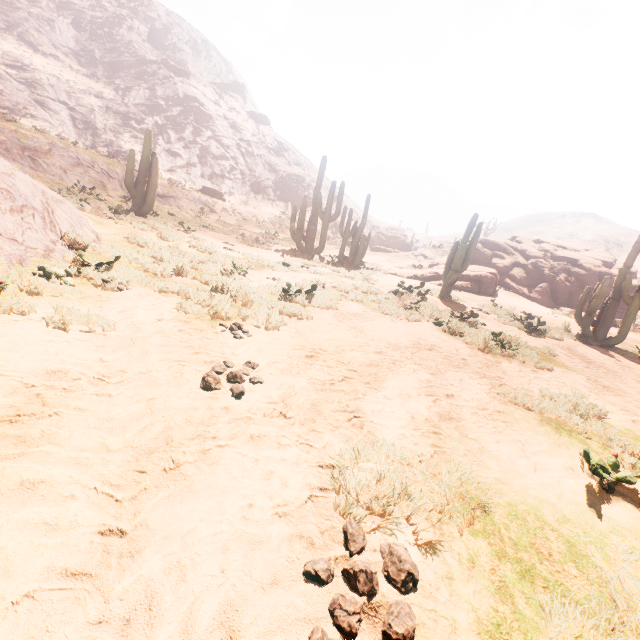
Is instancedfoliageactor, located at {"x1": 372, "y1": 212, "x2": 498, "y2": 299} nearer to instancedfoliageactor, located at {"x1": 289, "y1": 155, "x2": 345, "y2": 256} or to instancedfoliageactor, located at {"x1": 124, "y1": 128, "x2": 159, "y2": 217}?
instancedfoliageactor, located at {"x1": 289, "y1": 155, "x2": 345, "y2": 256}

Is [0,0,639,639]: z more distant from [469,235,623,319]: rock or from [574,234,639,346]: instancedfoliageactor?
[469,235,623,319]: rock

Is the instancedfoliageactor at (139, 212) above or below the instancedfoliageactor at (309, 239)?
below

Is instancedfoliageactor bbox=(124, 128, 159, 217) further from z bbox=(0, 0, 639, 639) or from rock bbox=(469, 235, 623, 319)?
rock bbox=(469, 235, 623, 319)

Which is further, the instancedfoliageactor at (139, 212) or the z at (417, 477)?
the instancedfoliageactor at (139, 212)

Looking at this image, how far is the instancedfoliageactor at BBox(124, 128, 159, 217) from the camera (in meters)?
15.17

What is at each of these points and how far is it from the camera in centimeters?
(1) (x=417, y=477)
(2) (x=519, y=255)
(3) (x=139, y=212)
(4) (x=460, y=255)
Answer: (1) z, 252cm
(2) rock, 2388cm
(3) instancedfoliageactor, 1606cm
(4) instancedfoliageactor, 1284cm

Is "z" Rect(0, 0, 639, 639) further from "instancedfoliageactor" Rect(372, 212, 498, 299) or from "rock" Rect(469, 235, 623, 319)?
"rock" Rect(469, 235, 623, 319)
